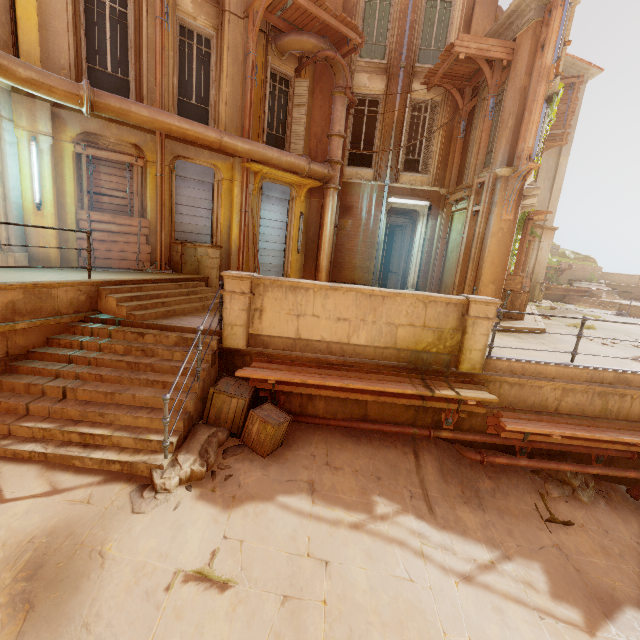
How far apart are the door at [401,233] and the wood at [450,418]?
10.0m

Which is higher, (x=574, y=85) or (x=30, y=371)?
(x=574, y=85)

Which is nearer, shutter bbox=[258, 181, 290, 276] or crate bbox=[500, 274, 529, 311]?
crate bbox=[500, 274, 529, 311]

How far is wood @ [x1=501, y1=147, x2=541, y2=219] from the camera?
8.5 meters

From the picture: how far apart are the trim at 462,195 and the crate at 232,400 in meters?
9.5 m

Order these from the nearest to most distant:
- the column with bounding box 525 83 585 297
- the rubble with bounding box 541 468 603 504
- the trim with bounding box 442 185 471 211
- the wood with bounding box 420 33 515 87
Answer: the rubble with bounding box 541 468 603 504, the wood with bounding box 420 33 515 87, the trim with bounding box 442 185 471 211, the column with bounding box 525 83 585 297

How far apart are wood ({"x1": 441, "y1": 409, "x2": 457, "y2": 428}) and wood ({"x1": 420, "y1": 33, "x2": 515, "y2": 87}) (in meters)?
10.22

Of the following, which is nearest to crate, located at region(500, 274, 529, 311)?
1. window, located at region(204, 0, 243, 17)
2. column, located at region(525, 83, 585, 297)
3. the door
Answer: the door
